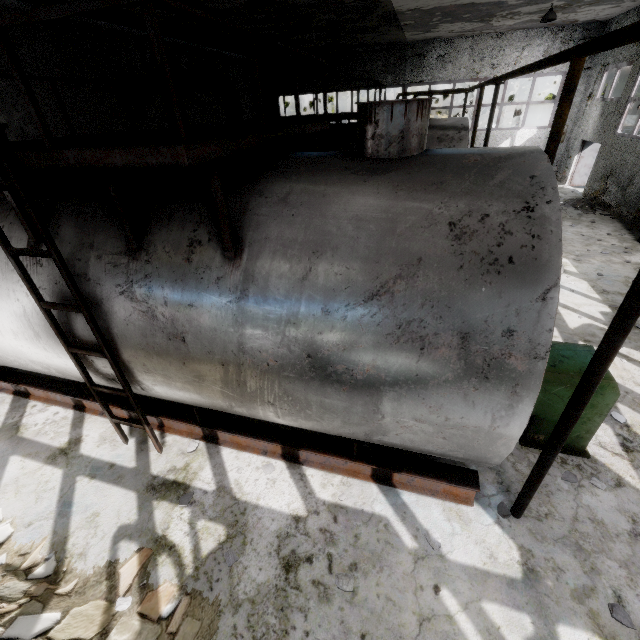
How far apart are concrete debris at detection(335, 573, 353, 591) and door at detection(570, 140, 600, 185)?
21.45m

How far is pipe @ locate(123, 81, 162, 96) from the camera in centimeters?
1081cm

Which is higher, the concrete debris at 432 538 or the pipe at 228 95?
the pipe at 228 95

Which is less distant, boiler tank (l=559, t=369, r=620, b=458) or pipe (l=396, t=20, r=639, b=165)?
pipe (l=396, t=20, r=639, b=165)

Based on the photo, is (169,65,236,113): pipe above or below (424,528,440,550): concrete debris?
above

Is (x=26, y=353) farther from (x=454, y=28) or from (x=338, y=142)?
(x=454, y=28)

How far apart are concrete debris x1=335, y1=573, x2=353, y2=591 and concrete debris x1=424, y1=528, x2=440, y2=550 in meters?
0.9 m

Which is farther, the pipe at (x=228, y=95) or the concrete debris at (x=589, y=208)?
the concrete debris at (x=589, y=208)
